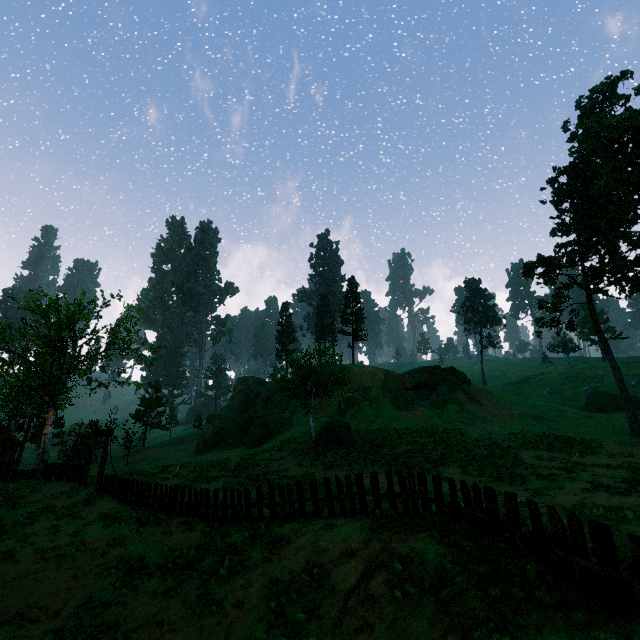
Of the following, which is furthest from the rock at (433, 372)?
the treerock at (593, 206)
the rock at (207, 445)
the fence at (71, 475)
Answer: the fence at (71, 475)

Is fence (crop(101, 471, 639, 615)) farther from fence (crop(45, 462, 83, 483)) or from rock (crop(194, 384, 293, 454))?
rock (crop(194, 384, 293, 454))

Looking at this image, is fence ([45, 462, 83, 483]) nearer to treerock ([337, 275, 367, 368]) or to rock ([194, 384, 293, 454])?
treerock ([337, 275, 367, 368])

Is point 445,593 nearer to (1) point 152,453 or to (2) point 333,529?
(2) point 333,529

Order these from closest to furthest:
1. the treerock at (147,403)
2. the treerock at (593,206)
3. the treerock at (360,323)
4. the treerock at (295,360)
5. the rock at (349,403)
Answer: the treerock at (295,360), the treerock at (593,206), the rock at (349,403), the treerock at (147,403), the treerock at (360,323)

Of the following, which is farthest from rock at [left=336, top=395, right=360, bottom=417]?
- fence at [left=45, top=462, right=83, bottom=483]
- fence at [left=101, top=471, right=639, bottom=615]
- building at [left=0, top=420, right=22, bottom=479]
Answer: fence at [left=101, top=471, right=639, bottom=615]

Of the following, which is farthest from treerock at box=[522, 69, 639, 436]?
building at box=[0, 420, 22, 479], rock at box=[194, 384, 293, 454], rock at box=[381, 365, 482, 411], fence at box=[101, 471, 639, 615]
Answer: rock at box=[381, 365, 482, 411]

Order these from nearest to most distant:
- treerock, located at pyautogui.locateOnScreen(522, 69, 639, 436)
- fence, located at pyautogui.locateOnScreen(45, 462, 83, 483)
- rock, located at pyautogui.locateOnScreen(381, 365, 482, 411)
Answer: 1. fence, located at pyautogui.locateOnScreen(45, 462, 83, 483)
2. treerock, located at pyautogui.locateOnScreen(522, 69, 639, 436)
3. rock, located at pyautogui.locateOnScreen(381, 365, 482, 411)
